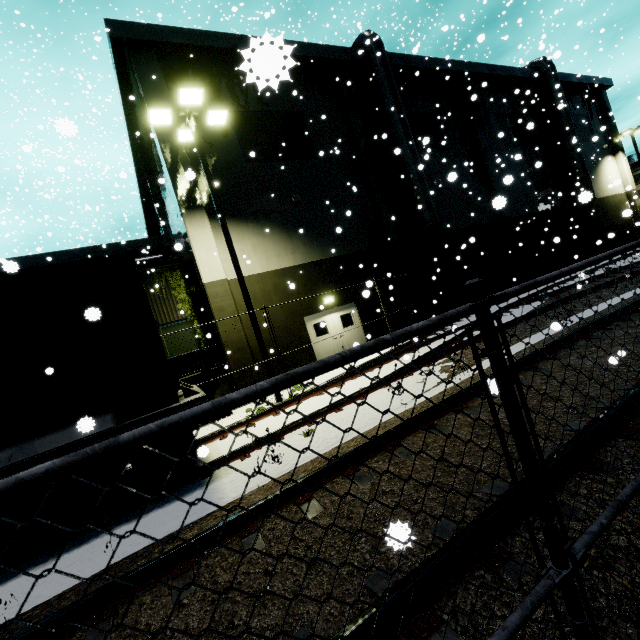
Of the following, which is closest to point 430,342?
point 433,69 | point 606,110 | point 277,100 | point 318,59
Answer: point 277,100

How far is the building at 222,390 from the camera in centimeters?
1312cm

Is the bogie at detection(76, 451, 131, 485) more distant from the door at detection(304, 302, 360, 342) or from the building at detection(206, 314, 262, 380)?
the door at detection(304, 302, 360, 342)

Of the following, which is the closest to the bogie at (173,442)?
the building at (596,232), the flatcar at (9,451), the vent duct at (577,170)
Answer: the flatcar at (9,451)

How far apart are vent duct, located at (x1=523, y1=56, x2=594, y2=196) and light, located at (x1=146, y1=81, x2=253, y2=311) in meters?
26.1

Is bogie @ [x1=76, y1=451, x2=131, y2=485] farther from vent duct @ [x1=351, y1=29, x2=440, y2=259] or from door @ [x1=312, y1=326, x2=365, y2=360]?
door @ [x1=312, y1=326, x2=365, y2=360]

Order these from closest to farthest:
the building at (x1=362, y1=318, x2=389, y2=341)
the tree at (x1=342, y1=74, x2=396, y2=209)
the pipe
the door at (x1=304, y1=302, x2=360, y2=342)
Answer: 1. the door at (x1=304, y1=302, x2=360, y2=342)
2. the building at (x1=362, y1=318, x2=389, y2=341)
3. the tree at (x1=342, y1=74, x2=396, y2=209)
4. the pipe

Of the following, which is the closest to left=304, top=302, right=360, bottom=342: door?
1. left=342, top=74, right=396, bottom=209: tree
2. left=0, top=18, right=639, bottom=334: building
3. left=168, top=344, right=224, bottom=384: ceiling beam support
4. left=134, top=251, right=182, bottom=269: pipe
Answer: left=0, top=18, right=639, bottom=334: building
